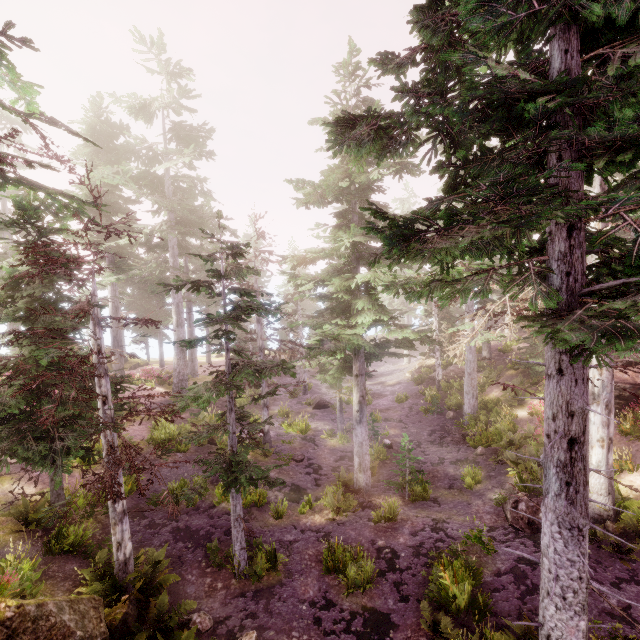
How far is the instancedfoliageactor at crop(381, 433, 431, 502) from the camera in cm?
1504

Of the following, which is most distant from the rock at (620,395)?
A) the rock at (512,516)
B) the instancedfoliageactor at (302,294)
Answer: the rock at (512,516)

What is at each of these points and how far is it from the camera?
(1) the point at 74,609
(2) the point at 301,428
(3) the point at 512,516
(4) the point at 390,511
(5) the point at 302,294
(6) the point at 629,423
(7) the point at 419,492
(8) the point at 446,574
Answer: (1) rock, 6.54m
(2) instancedfoliageactor, 22.20m
(3) rock, 12.55m
(4) instancedfoliageactor, 13.53m
(5) instancedfoliageactor, 15.66m
(6) instancedfoliageactor, 15.39m
(7) instancedfoliageactor, 15.12m
(8) instancedfoliageactor, 9.40m

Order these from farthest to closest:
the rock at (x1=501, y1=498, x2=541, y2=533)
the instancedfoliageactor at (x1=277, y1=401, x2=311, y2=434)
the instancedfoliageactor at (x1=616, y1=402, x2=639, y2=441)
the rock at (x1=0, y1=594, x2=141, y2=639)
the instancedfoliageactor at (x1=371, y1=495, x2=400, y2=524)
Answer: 1. the instancedfoliageactor at (x1=277, y1=401, x2=311, y2=434)
2. the instancedfoliageactor at (x1=616, y1=402, x2=639, y2=441)
3. the instancedfoliageactor at (x1=371, y1=495, x2=400, y2=524)
4. the rock at (x1=501, y1=498, x2=541, y2=533)
5. the rock at (x1=0, y1=594, x2=141, y2=639)

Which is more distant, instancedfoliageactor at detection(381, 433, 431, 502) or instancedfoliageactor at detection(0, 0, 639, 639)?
instancedfoliageactor at detection(381, 433, 431, 502)

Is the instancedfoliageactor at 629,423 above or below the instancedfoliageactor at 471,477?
above

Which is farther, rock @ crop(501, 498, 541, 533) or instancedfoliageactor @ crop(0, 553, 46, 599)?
rock @ crop(501, 498, 541, 533)
